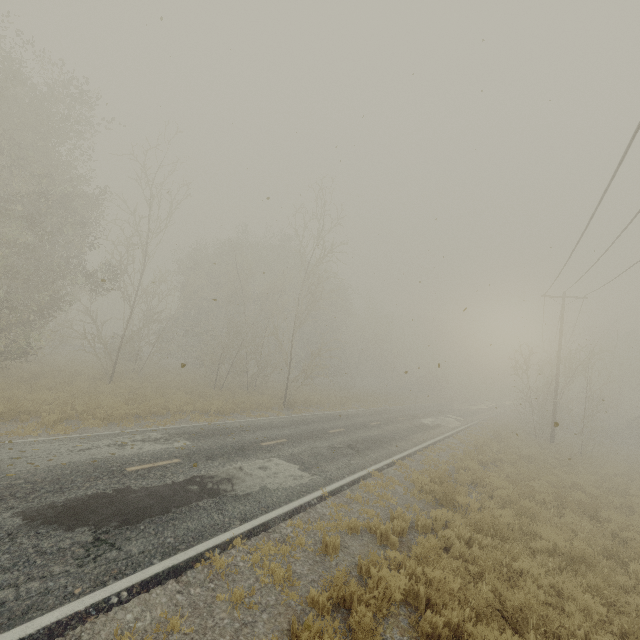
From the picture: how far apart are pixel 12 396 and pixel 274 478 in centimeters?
1152cm
